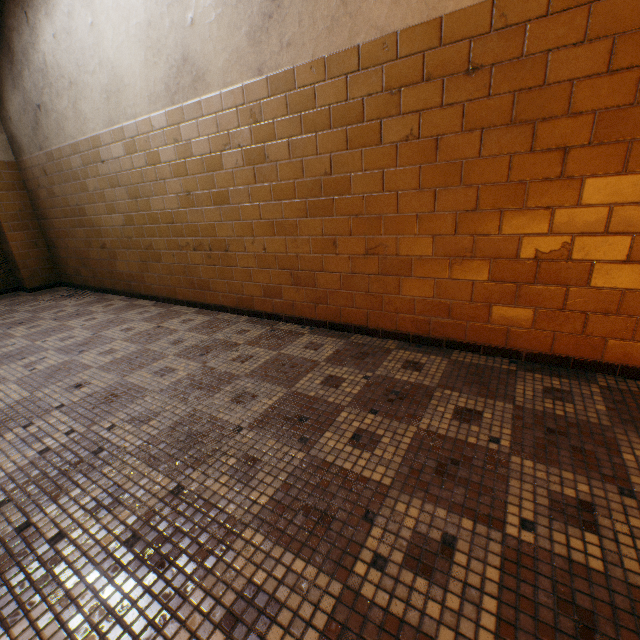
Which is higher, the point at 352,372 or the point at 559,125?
the point at 559,125
